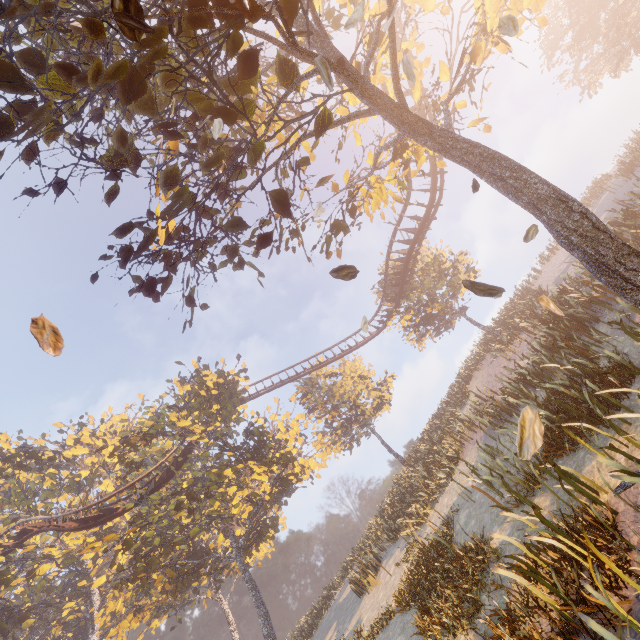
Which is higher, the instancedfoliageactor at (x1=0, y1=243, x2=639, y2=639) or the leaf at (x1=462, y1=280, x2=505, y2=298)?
the instancedfoliageactor at (x1=0, y1=243, x2=639, y2=639)

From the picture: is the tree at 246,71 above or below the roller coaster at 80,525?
below

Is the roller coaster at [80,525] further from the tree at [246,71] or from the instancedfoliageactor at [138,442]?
the instancedfoliageactor at [138,442]

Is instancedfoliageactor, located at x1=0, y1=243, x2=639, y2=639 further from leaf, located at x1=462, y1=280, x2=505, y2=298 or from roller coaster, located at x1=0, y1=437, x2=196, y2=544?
leaf, located at x1=462, y1=280, x2=505, y2=298

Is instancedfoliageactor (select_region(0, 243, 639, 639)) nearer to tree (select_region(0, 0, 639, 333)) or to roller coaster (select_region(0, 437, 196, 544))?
roller coaster (select_region(0, 437, 196, 544))

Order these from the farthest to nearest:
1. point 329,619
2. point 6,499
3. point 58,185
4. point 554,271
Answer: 1. point 6,499
2. point 554,271
3. point 329,619
4. point 58,185

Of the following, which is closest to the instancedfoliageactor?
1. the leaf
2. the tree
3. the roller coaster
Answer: the roller coaster
